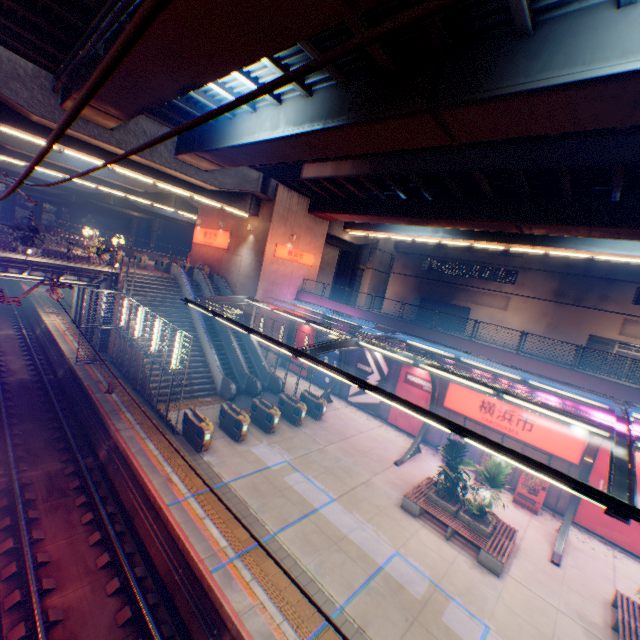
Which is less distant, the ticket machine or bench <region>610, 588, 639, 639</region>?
bench <region>610, 588, 639, 639</region>

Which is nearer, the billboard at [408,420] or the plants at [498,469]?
the plants at [498,469]

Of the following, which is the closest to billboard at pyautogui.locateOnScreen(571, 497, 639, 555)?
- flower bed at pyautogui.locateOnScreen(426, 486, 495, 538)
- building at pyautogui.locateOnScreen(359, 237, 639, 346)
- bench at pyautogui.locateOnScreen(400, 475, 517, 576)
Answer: bench at pyautogui.locateOnScreen(400, 475, 517, 576)

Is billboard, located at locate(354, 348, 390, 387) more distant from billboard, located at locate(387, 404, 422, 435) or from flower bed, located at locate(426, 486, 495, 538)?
flower bed, located at locate(426, 486, 495, 538)

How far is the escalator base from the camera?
19.8m

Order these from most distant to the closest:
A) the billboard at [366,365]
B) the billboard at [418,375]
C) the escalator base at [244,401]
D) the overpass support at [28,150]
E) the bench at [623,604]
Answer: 1. the overpass support at [28,150]
2. the billboard at [366,365]
3. the billboard at [418,375]
4. the escalator base at [244,401]
5. the bench at [623,604]

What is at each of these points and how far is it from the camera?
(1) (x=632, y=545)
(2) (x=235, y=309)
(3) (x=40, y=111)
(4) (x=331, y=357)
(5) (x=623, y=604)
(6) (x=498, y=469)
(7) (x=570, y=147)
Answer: (1) billboard, 13.92m
(2) escalator, 26.77m
(3) overpass support, 14.80m
(4) billboard, 25.59m
(5) bench, 10.51m
(6) plants, 12.82m
(7) overpass support, 12.86m

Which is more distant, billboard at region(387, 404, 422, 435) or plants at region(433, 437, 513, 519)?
billboard at region(387, 404, 422, 435)
